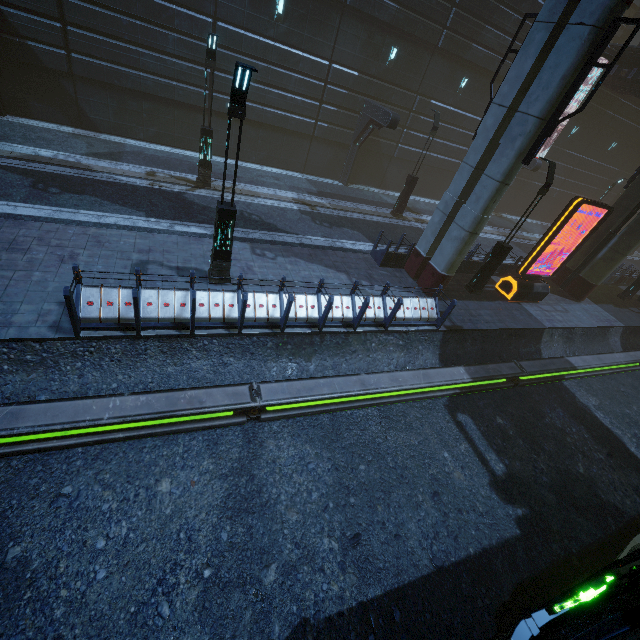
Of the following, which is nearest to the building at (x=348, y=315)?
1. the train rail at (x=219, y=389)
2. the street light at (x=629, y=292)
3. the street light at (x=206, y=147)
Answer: the train rail at (x=219, y=389)

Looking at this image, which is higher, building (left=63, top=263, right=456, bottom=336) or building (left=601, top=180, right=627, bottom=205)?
building (left=601, top=180, right=627, bottom=205)

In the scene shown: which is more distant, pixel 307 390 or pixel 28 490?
pixel 307 390

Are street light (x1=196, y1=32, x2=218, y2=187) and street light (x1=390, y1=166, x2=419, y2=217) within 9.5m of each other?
no

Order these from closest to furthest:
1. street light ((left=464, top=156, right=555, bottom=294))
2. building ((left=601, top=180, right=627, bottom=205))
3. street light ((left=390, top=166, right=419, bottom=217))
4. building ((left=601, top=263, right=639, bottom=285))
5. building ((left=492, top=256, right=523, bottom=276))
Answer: street light ((left=464, top=156, right=555, bottom=294))
building ((left=492, top=256, right=523, bottom=276))
street light ((left=390, top=166, right=419, bottom=217))
building ((left=601, top=263, right=639, bottom=285))
building ((left=601, top=180, right=627, bottom=205))

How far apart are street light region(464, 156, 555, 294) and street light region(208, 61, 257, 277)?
10.6 meters

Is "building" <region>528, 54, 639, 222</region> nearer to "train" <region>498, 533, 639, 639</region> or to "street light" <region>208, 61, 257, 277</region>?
"train" <region>498, 533, 639, 639</region>

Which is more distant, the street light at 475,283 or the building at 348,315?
the street light at 475,283
